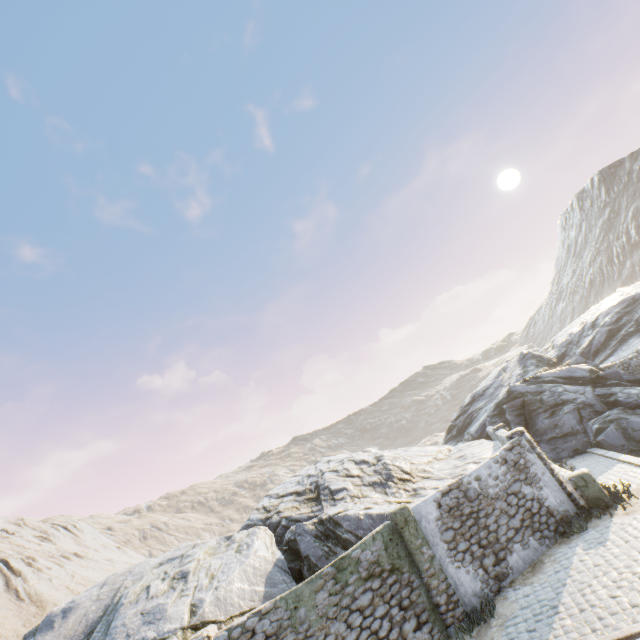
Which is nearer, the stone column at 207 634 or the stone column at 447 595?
the stone column at 207 634

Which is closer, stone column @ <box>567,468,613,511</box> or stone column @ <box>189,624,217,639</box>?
stone column @ <box>189,624,217,639</box>

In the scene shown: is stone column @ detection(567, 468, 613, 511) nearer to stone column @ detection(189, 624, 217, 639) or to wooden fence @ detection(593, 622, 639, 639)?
wooden fence @ detection(593, 622, 639, 639)

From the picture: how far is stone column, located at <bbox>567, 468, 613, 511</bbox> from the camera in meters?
10.8

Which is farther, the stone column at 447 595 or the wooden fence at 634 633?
the stone column at 447 595

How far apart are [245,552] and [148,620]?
3.4 meters

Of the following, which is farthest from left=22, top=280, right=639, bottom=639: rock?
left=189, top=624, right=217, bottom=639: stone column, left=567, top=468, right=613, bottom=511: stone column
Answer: left=567, top=468, right=613, bottom=511: stone column

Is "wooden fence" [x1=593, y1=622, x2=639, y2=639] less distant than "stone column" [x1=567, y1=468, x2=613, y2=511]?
Yes
